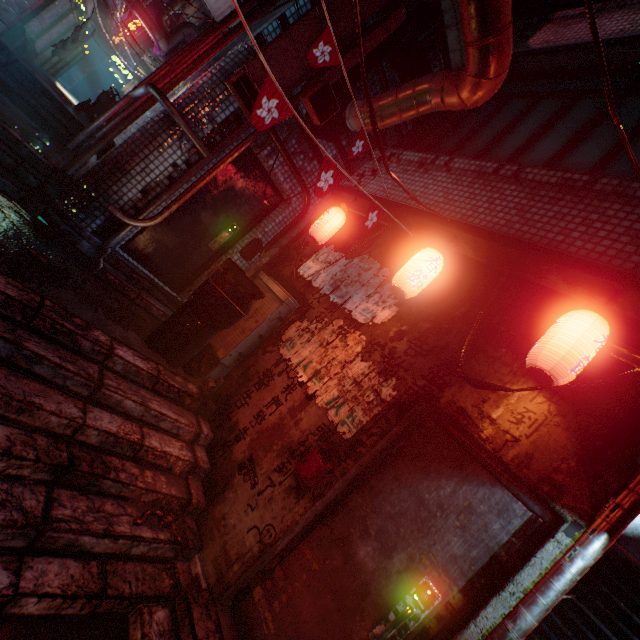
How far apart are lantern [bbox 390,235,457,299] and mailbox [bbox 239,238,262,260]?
2.45m

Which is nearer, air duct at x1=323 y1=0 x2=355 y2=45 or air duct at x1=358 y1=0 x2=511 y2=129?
air duct at x1=358 y1=0 x2=511 y2=129

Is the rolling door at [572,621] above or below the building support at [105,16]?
below

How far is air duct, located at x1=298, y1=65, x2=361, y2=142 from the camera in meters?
3.5 m

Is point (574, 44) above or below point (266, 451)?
above

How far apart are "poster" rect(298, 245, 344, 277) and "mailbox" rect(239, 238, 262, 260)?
0.93m

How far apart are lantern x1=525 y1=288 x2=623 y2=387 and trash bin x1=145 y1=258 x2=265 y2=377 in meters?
2.3 m

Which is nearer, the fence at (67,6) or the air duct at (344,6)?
the air duct at (344,6)
